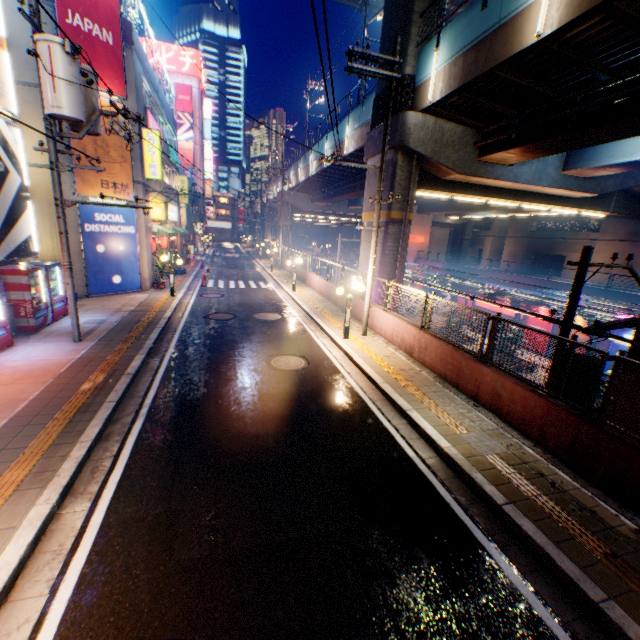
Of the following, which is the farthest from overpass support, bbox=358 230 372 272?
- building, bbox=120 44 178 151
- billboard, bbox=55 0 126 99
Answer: building, bbox=120 44 178 151

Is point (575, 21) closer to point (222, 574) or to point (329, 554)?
point (329, 554)

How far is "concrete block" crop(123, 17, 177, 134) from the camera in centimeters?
1507cm

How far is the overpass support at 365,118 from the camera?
16.0m

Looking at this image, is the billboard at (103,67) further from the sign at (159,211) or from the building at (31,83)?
the sign at (159,211)

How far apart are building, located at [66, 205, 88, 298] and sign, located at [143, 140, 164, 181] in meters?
3.0 m

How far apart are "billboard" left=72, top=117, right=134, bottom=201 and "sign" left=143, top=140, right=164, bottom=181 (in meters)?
1.30

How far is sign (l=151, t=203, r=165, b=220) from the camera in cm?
2005
